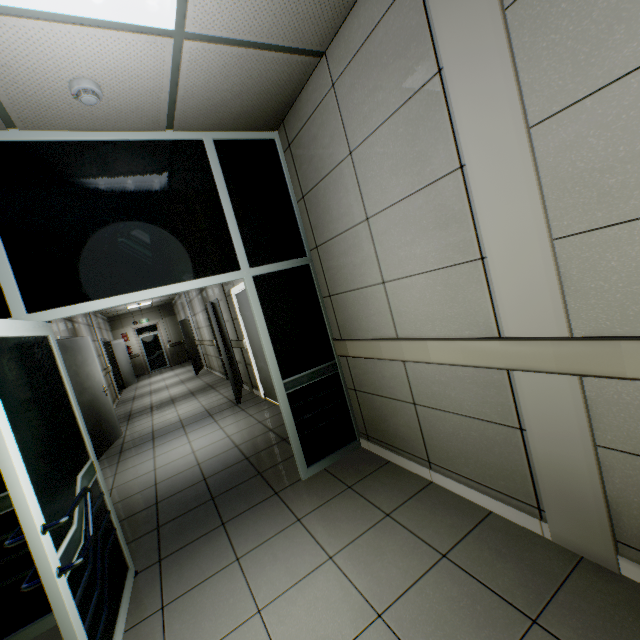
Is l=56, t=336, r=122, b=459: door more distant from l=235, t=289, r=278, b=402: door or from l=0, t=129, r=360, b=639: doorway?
l=235, t=289, r=278, b=402: door

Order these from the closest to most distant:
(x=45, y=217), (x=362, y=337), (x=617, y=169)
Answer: (x=617, y=169) → (x=45, y=217) → (x=362, y=337)

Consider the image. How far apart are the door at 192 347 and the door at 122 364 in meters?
2.6 m

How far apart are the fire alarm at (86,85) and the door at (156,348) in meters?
16.6

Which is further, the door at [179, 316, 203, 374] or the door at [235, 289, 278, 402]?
the door at [179, 316, 203, 374]

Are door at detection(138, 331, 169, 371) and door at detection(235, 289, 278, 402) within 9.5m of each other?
no

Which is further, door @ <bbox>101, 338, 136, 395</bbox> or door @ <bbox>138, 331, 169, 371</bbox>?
door @ <bbox>138, 331, 169, 371</bbox>

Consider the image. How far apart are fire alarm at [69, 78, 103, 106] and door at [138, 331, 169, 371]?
16.63m
